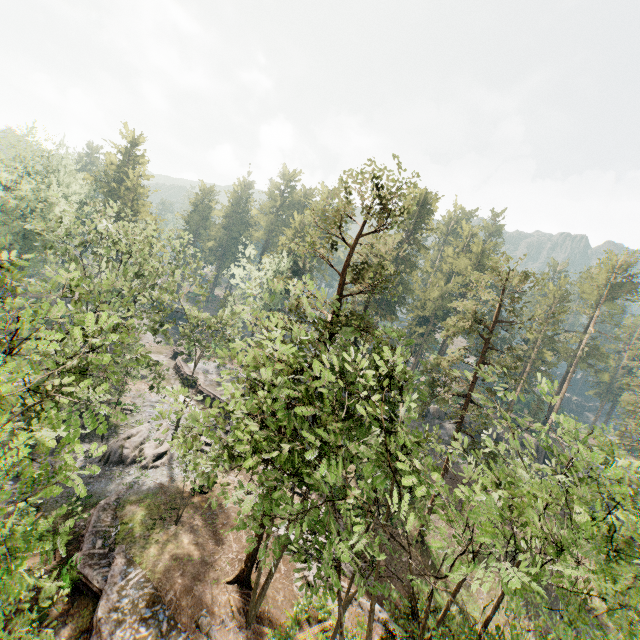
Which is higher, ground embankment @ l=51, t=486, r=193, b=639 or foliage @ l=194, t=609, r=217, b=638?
foliage @ l=194, t=609, r=217, b=638

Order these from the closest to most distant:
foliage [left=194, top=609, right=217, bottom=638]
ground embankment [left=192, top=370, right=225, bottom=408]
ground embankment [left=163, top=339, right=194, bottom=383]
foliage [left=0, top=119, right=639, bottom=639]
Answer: foliage [left=0, top=119, right=639, bottom=639]
foliage [left=194, top=609, right=217, bottom=638]
ground embankment [left=192, top=370, right=225, bottom=408]
ground embankment [left=163, top=339, right=194, bottom=383]

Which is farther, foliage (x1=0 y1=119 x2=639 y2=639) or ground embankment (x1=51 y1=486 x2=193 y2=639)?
ground embankment (x1=51 y1=486 x2=193 y2=639)

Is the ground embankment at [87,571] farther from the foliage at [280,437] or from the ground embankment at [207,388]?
A: the ground embankment at [207,388]

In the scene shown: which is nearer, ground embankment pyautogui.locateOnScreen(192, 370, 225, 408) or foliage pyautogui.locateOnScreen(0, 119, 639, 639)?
foliage pyautogui.locateOnScreen(0, 119, 639, 639)

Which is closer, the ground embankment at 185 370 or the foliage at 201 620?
the foliage at 201 620

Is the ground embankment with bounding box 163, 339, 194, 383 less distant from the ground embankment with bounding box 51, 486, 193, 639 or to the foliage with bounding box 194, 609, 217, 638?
the foliage with bounding box 194, 609, 217, 638

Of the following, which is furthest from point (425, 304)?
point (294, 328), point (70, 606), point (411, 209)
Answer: point (70, 606)
